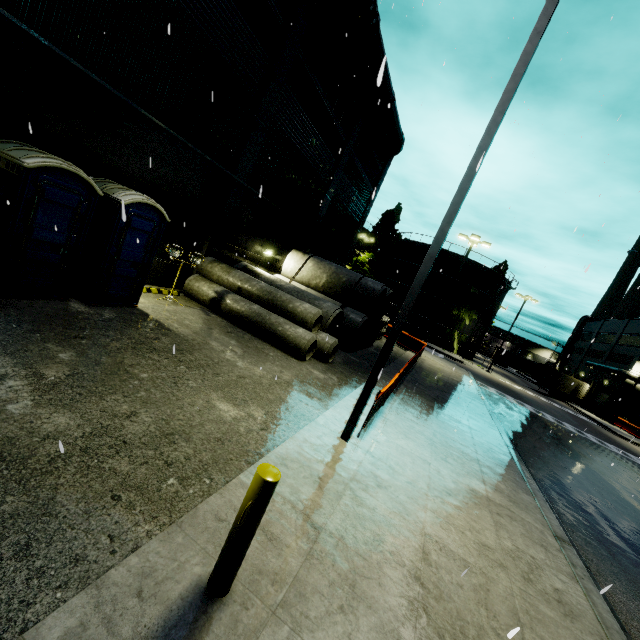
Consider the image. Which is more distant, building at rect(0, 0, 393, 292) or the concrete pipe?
the concrete pipe

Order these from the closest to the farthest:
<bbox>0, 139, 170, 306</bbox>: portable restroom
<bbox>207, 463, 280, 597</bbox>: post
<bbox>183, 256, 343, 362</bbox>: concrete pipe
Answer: <bbox>207, 463, 280, 597</bbox>: post → <bbox>0, 139, 170, 306</bbox>: portable restroom → <bbox>183, 256, 343, 362</bbox>: concrete pipe

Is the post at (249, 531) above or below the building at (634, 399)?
below

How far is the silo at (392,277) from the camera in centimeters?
4406cm

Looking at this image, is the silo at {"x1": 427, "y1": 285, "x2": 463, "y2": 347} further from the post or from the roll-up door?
the post

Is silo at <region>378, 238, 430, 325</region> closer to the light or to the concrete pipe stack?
the concrete pipe stack

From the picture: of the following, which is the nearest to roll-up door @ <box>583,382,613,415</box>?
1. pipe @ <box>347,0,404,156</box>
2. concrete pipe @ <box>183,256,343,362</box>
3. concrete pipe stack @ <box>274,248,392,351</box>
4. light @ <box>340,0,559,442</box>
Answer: pipe @ <box>347,0,404,156</box>

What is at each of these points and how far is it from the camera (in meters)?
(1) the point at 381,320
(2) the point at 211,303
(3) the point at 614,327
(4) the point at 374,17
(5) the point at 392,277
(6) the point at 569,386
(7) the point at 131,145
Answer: (1) concrete pipe stack, 19.58
(2) concrete pipe, 12.05
(3) building, 52.00
(4) pipe, 13.64
(5) silo, 46.62
(6) cargo container, 45.12
(7) building, 9.23
